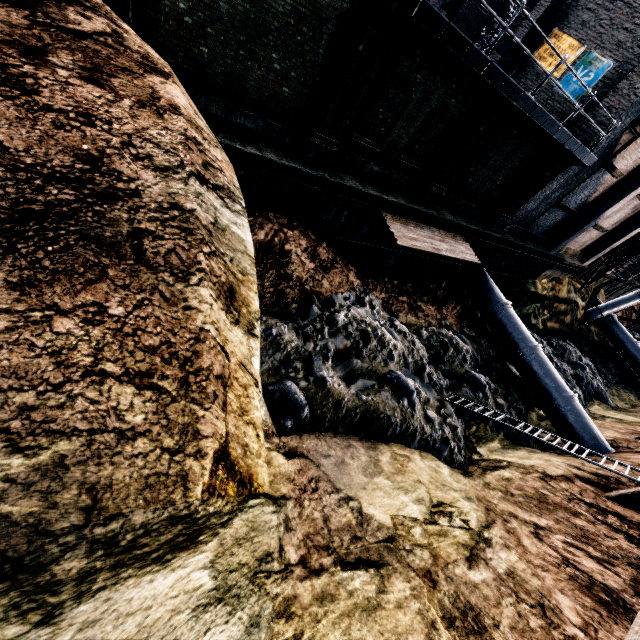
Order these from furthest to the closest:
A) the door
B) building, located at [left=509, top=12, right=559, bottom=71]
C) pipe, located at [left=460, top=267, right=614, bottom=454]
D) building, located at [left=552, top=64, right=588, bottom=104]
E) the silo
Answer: the silo, the door, building, located at [left=509, top=12, right=559, bottom=71], pipe, located at [left=460, top=267, right=614, bottom=454], building, located at [left=552, top=64, right=588, bottom=104]

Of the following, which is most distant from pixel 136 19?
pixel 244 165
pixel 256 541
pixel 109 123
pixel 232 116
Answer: pixel 256 541

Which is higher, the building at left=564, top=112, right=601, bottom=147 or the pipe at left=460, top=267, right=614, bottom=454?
the building at left=564, top=112, right=601, bottom=147

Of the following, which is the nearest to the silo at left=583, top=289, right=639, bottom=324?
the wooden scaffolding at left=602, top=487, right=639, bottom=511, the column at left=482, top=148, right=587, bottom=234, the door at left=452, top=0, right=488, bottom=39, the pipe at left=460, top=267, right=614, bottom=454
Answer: the pipe at left=460, top=267, right=614, bottom=454

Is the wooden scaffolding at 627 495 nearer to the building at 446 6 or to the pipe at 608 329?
the building at 446 6

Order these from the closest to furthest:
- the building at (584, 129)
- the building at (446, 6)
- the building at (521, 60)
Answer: the building at (584, 129), the building at (521, 60), the building at (446, 6)

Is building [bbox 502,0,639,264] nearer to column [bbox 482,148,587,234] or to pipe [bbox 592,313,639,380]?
column [bbox 482,148,587,234]

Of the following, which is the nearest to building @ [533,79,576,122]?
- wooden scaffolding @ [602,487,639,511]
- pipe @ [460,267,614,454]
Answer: pipe @ [460,267,614,454]
